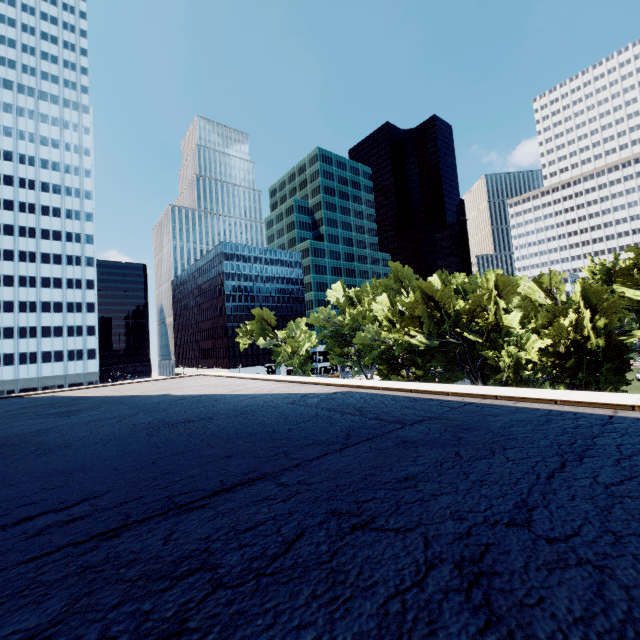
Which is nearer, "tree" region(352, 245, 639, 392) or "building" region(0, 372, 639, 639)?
"building" region(0, 372, 639, 639)

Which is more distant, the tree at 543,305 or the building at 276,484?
the tree at 543,305

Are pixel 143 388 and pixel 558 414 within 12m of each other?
no
